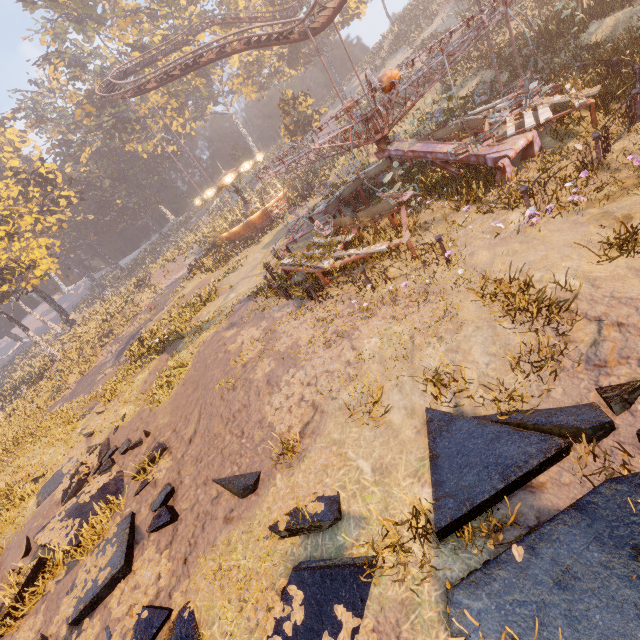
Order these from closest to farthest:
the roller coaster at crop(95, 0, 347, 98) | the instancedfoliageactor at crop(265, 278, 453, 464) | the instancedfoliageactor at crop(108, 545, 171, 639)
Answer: the instancedfoliageactor at crop(108, 545, 171, 639) < the instancedfoliageactor at crop(265, 278, 453, 464) < the roller coaster at crop(95, 0, 347, 98)

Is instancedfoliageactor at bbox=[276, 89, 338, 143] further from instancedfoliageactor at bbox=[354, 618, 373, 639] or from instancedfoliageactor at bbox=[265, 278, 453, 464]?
instancedfoliageactor at bbox=[354, 618, 373, 639]

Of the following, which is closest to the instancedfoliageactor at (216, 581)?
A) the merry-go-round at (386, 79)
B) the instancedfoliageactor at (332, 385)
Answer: the instancedfoliageactor at (332, 385)

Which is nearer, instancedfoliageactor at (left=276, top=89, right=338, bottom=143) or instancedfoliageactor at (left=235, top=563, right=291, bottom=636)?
instancedfoliageactor at (left=235, top=563, right=291, bottom=636)

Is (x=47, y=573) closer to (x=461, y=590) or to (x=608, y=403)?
(x=461, y=590)

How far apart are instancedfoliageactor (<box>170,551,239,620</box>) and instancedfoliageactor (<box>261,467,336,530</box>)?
0.32m

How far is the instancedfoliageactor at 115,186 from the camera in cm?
5684
